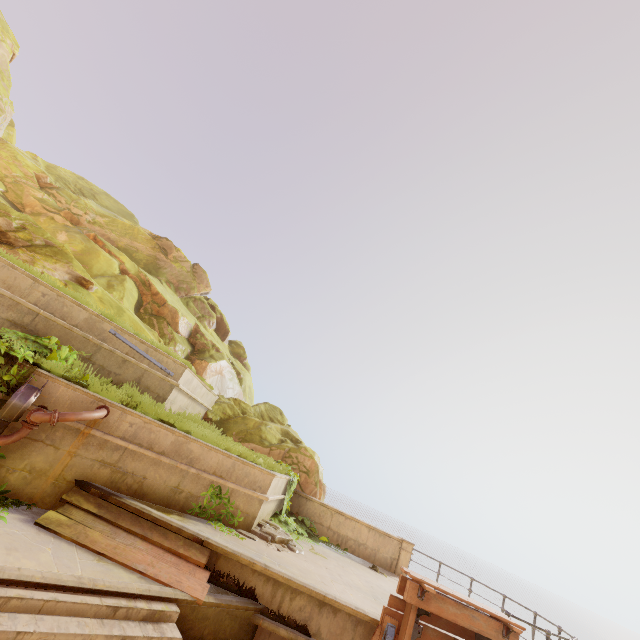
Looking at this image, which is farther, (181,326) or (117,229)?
(117,229)

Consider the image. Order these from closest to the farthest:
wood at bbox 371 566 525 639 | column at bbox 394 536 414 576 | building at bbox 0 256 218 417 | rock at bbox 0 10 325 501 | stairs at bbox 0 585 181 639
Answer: stairs at bbox 0 585 181 639, wood at bbox 371 566 525 639, building at bbox 0 256 218 417, rock at bbox 0 10 325 501, column at bbox 394 536 414 576

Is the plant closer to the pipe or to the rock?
the pipe

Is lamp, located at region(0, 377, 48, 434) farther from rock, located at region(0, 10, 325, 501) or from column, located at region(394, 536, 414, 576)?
column, located at region(394, 536, 414, 576)

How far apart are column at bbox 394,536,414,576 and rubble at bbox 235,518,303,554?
5.39m

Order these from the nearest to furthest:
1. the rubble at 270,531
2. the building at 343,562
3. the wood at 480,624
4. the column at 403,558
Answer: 1. the building at 343,562
2. the wood at 480,624
3. the rubble at 270,531
4. the column at 403,558

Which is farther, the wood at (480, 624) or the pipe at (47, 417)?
the wood at (480, 624)

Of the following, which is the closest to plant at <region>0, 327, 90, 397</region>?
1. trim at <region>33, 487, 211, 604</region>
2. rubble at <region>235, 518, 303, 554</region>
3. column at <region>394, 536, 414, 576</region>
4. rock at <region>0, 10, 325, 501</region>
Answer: trim at <region>33, 487, 211, 604</region>
